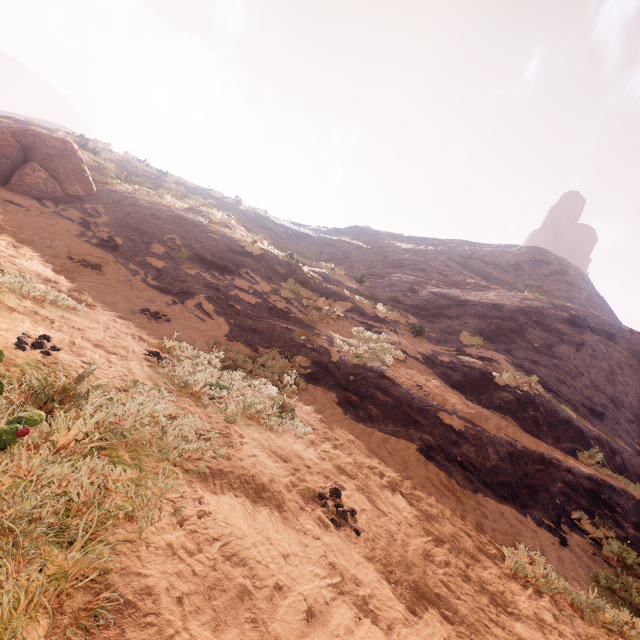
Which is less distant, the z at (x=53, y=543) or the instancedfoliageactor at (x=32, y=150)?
the z at (x=53, y=543)

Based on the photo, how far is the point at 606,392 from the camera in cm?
1329

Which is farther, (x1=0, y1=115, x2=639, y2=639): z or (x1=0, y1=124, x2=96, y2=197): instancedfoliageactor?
(x1=0, y1=124, x2=96, y2=197): instancedfoliageactor
